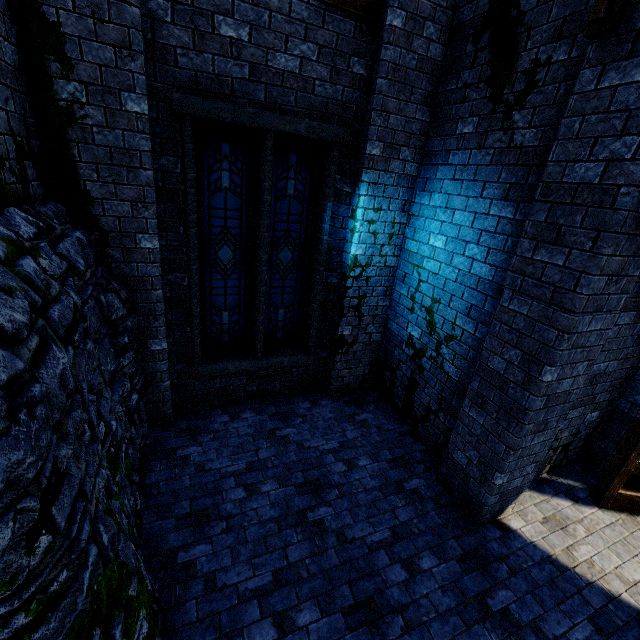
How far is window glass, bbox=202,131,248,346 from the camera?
4.6m

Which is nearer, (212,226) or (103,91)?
(103,91)

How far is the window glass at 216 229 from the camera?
4.6 meters

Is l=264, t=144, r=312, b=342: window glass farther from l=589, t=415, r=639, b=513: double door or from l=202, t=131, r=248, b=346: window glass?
l=589, t=415, r=639, b=513: double door

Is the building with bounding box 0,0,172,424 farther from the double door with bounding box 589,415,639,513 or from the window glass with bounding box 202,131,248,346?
the window glass with bounding box 202,131,248,346

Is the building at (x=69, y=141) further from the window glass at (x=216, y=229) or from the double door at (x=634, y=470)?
the window glass at (x=216, y=229)

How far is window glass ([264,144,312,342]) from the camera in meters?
5.0 m

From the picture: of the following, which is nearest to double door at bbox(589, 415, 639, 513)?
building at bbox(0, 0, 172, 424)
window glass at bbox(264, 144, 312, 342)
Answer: building at bbox(0, 0, 172, 424)
